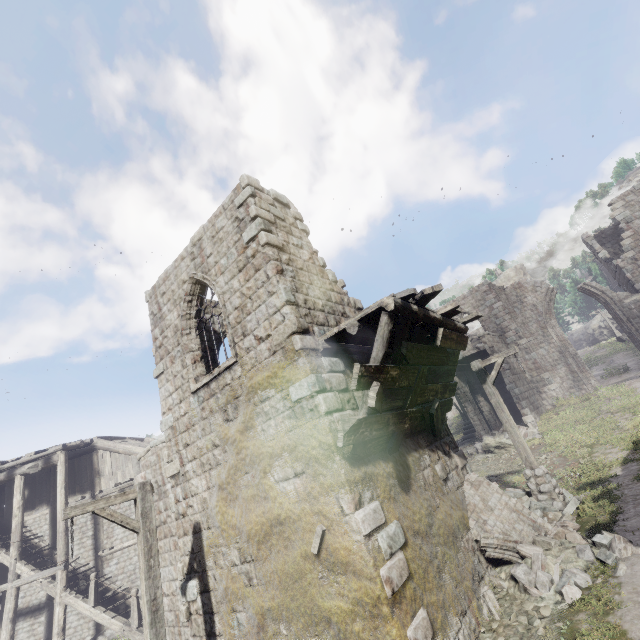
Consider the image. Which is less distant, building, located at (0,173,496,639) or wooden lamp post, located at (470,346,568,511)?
building, located at (0,173,496,639)

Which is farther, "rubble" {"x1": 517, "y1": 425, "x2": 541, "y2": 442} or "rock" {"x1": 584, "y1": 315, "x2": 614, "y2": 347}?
"rock" {"x1": 584, "y1": 315, "x2": 614, "y2": 347}

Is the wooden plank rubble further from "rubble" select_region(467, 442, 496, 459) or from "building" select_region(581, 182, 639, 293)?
"rubble" select_region(467, 442, 496, 459)

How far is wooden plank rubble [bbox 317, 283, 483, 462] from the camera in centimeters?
597cm

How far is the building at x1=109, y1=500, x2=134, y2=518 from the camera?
17.34m

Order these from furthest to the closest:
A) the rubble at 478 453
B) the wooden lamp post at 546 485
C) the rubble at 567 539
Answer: the rubble at 478 453 → the wooden lamp post at 546 485 → the rubble at 567 539

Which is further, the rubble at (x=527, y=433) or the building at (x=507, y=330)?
the building at (x=507, y=330)

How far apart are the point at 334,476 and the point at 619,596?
5.2 meters
